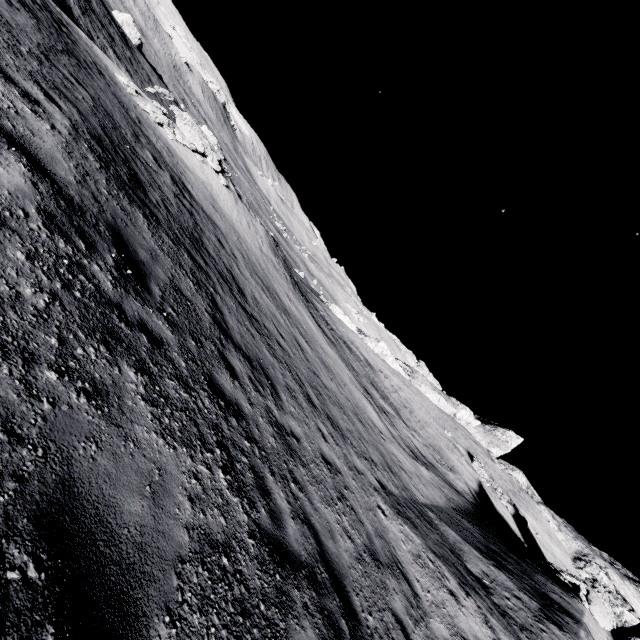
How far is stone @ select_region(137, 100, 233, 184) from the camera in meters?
16.5 m

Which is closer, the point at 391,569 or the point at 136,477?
the point at 136,477

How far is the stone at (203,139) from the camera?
Result: 16.5m
